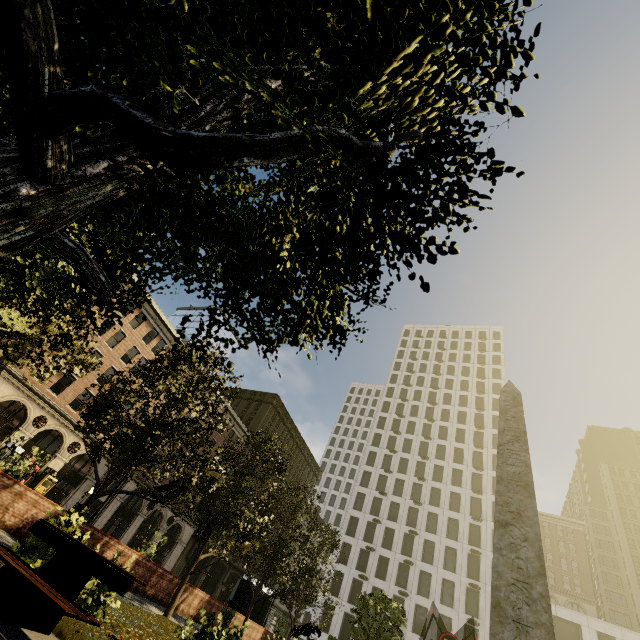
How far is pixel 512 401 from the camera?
13.20m

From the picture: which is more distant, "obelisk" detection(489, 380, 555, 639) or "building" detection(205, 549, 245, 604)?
"building" detection(205, 549, 245, 604)

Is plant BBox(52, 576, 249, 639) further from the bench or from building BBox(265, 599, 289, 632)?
building BBox(265, 599, 289, 632)

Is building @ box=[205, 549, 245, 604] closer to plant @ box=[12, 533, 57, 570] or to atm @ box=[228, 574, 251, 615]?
atm @ box=[228, 574, 251, 615]

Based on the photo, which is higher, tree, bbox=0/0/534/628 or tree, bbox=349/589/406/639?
tree, bbox=349/589/406/639

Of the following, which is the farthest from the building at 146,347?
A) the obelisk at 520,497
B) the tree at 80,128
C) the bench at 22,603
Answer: the obelisk at 520,497

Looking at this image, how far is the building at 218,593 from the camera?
45.8m

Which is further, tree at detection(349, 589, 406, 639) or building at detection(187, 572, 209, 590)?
building at detection(187, 572, 209, 590)
